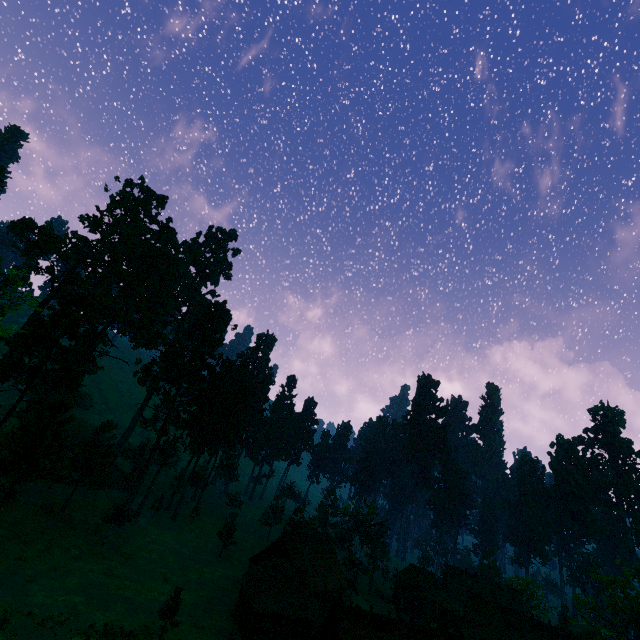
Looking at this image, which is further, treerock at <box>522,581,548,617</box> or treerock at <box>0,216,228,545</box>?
treerock at <box>522,581,548,617</box>

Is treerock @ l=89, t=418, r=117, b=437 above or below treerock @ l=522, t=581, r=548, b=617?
above

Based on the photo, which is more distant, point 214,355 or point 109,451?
point 214,355

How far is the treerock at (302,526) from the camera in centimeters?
5714cm

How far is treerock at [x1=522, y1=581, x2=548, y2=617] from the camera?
56.7 meters

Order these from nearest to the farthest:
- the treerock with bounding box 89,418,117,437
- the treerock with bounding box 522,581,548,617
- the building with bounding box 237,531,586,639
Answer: the building with bounding box 237,531,586,639 < the treerock with bounding box 89,418,117,437 < the treerock with bounding box 522,581,548,617
